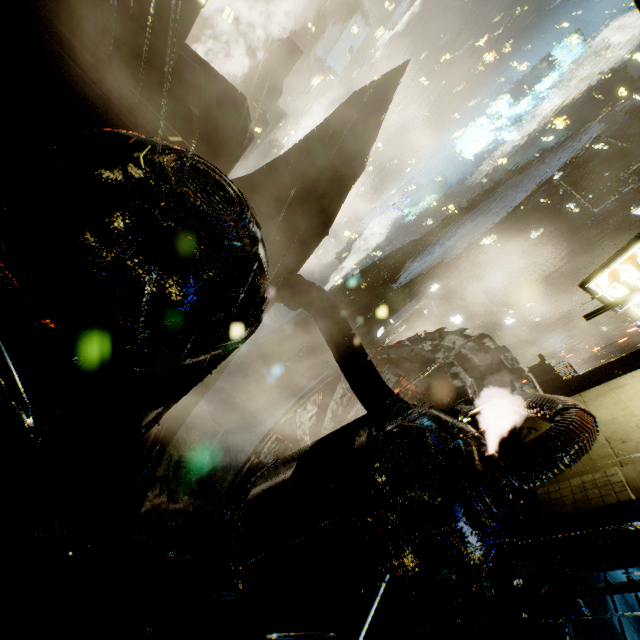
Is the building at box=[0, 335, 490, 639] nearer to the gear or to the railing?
the railing

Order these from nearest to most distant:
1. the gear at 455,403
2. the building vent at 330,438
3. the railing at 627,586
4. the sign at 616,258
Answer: the railing at 627,586 < the building vent at 330,438 < the sign at 616,258 < the gear at 455,403

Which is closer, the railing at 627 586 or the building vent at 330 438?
the railing at 627 586

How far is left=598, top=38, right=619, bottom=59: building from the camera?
59.41m

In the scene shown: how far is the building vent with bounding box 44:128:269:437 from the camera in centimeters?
557cm

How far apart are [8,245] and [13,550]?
5.7 meters

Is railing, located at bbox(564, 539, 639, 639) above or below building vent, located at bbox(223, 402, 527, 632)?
above

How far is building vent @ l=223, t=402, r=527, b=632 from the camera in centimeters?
619cm
